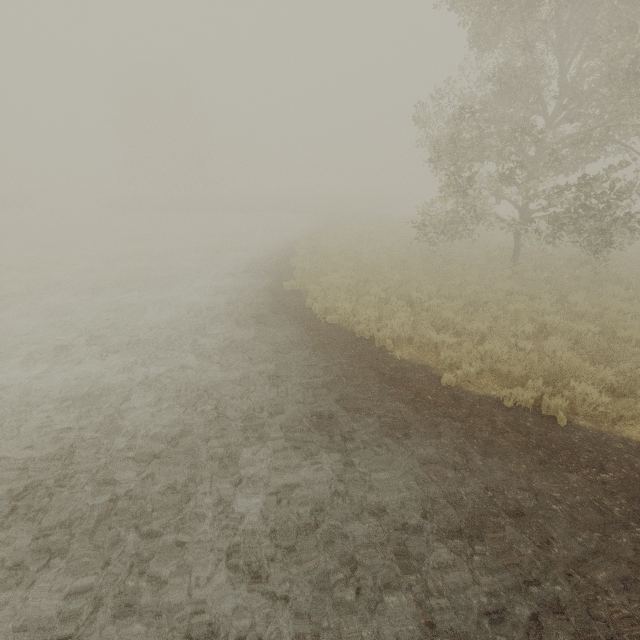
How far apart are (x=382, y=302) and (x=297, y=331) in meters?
3.2
